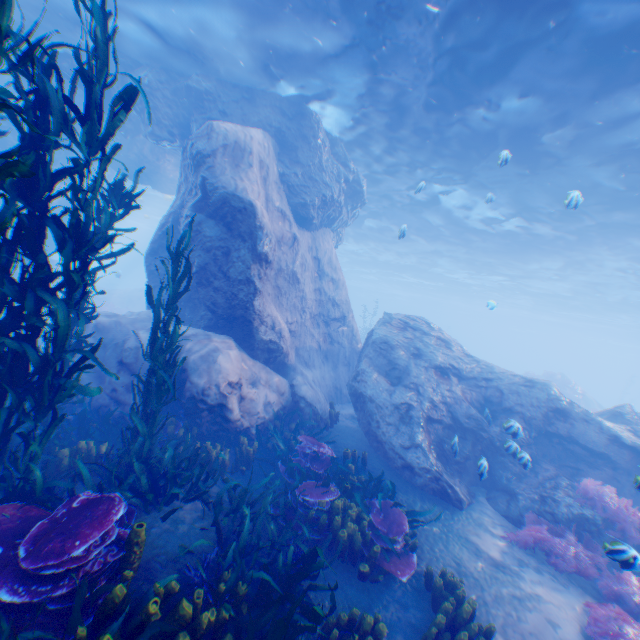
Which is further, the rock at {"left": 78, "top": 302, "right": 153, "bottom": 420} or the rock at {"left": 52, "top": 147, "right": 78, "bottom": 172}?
the rock at {"left": 52, "top": 147, "right": 78, "bottom": 172}

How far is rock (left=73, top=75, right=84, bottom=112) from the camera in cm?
1306

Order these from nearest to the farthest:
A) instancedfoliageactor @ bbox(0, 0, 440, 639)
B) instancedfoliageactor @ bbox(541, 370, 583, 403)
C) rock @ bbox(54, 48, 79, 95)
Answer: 1. instancedfoliageactor @ bbox(0, 0, 440, 639)
2. rock @ bbox(54, 48, 79, 95)
3. instancedfoliageactor @ bbox(541, 370, 583, 403)

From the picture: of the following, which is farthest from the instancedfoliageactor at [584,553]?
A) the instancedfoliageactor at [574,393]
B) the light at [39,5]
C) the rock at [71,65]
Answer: the instancedfoliageactor at [574,393]

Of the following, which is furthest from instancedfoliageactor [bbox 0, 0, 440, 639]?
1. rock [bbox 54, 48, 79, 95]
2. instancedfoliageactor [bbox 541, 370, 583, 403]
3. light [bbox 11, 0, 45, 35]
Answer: instancedfoliageactor [bbox 541, 370, 583, 403]

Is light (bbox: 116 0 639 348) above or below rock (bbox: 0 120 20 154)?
above

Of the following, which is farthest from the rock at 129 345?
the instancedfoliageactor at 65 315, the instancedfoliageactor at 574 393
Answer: the instancedfoliageactor at 574 393

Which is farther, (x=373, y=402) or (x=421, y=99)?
(x=421, y=99)
